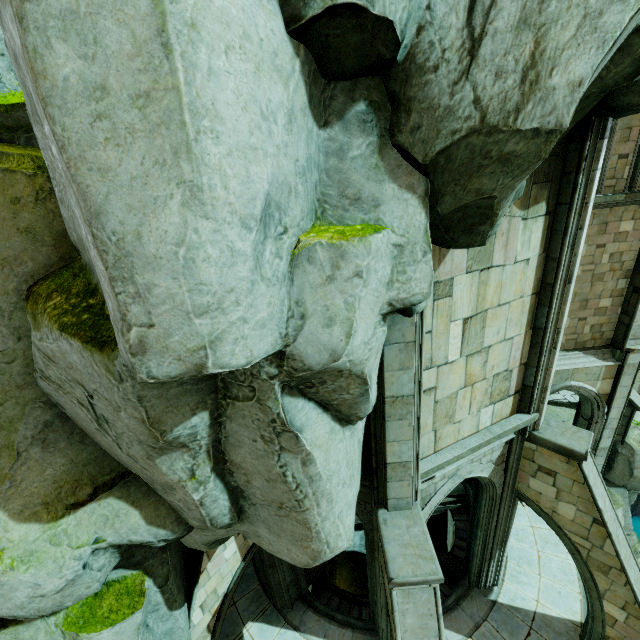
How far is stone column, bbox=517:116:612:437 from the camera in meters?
5.2

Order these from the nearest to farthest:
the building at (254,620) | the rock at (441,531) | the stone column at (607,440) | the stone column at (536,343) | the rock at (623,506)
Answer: the stone column at (536,343), the building at (254,620), the stone column at (607,440), the rock at (623,506), the rock at (441,531)

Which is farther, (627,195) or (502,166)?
(627,195)

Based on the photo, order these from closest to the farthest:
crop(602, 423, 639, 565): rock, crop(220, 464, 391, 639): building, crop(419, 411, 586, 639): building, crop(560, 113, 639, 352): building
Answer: crop(419, 411, 586, 639): building
crop(220, 464, 391, 639): building
crop(560, 113, 639, 352): building
crop(602, 423, 639, 565): rock

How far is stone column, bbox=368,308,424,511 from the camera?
4.70m

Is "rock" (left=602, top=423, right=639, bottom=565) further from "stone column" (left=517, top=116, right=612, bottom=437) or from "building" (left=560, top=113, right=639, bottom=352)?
"stone column" (left=517, top=116, right=612, bottom=437)

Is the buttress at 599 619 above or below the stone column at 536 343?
below

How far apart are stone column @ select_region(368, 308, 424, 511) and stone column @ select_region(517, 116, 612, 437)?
3.03m
